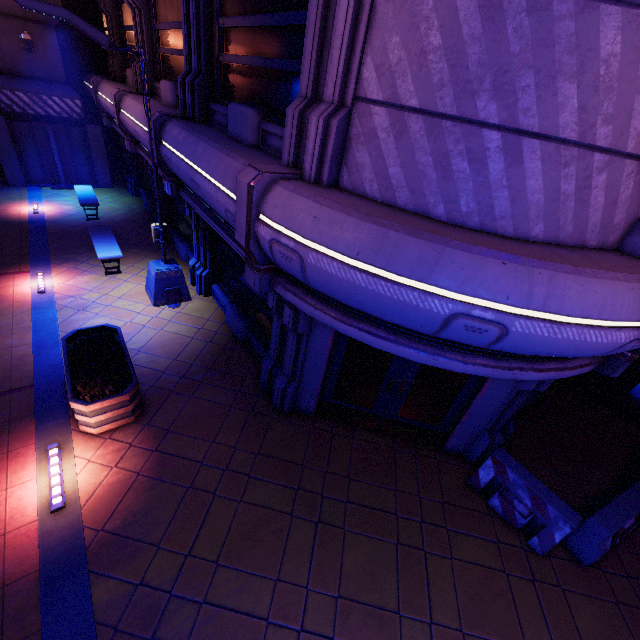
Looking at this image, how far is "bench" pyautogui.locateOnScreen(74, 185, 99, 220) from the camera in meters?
12.5

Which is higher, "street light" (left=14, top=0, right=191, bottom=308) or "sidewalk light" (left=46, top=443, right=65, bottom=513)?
"street light" (left=14, top=0, right=191, bottom=308)

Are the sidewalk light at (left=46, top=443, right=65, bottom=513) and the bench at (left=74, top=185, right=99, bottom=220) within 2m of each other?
no

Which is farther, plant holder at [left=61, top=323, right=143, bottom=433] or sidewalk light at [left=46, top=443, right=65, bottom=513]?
plant holder at [left=61, top=323, right=143, bottom=433]

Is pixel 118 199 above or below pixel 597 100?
below

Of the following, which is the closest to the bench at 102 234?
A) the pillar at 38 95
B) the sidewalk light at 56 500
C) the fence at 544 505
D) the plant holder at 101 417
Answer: the plant holder at 101 417

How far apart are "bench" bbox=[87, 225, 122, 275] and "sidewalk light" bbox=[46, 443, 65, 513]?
5.9m

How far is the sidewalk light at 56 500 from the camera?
4.74m
